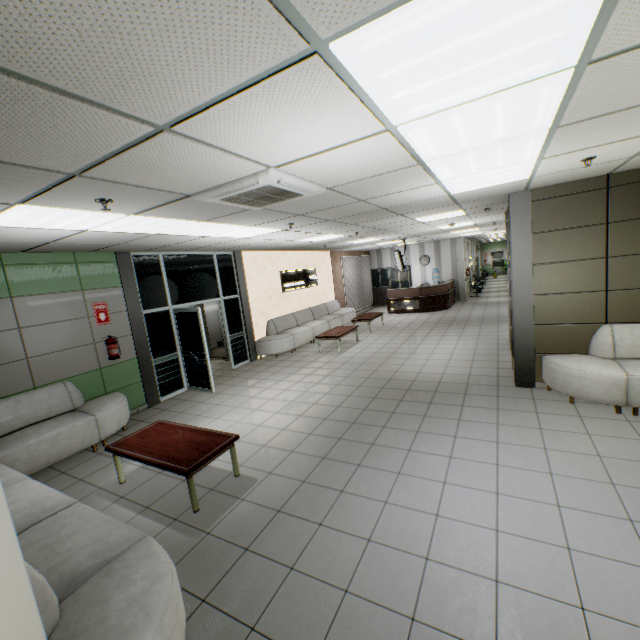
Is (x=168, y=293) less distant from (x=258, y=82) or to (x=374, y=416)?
(x=374, y=416)

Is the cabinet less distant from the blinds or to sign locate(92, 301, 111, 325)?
the blinds

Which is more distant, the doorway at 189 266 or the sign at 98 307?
the doorway at 189 266

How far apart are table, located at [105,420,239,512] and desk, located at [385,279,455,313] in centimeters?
1212cm

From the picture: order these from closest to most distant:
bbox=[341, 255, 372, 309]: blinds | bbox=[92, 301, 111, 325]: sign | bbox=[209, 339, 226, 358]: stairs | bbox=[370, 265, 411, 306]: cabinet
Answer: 1. bbox=[92, 301, 111, 325]: sign
2. bbox=[209, 339, 226, 358]: stairs
3. bbox=[341, 255, 372, 309]: blinds
4. bbox=[370, 265, 411, 306]: cabinet

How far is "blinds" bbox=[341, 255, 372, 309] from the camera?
15.6 meters

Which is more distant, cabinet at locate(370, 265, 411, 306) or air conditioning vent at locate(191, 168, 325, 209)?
cabinet at locate(370, 265, 411, 306)

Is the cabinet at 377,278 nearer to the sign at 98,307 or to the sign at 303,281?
the sign at 303,281
